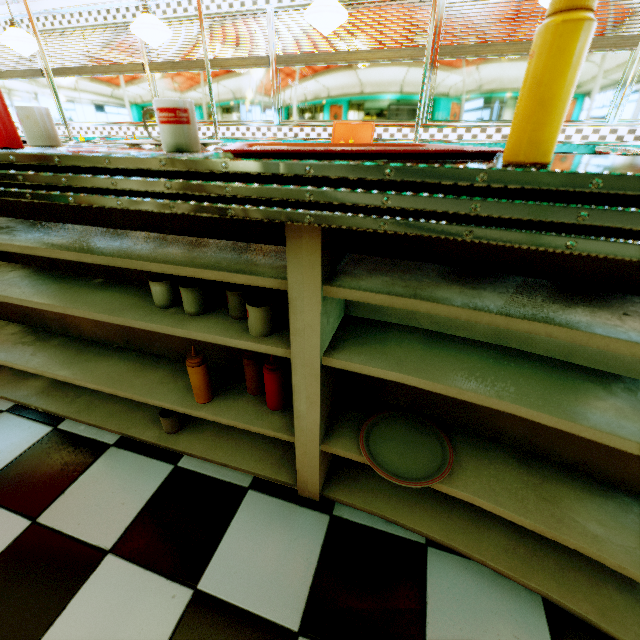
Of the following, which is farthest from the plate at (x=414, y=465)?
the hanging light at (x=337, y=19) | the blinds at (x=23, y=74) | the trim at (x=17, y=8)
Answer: the blinds at (x=23, y=74)

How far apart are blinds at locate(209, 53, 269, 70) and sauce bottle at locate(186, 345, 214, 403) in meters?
4.6

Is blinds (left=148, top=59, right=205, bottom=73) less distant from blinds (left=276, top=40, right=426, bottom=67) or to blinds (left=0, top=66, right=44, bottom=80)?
blinds (left=276, top=40, right=426, bottom=67)

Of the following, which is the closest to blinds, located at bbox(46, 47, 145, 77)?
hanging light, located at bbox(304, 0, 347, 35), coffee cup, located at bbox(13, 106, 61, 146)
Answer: hanging light, located at bbox(304, 0, 347, 35)

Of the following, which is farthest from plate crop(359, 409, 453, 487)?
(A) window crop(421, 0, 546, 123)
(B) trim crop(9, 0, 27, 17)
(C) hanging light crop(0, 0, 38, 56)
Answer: (C) hanging light crop(0, 0, 38, 56)

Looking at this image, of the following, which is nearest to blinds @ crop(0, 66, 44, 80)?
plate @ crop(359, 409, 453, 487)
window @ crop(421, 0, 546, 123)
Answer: window @ crop(421, 0, 546, 123)

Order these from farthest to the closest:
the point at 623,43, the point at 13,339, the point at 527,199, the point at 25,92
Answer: the point at 25,92 → the point at 623,43 → the point at 13,339 → the point at 527,199

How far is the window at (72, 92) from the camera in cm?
464
